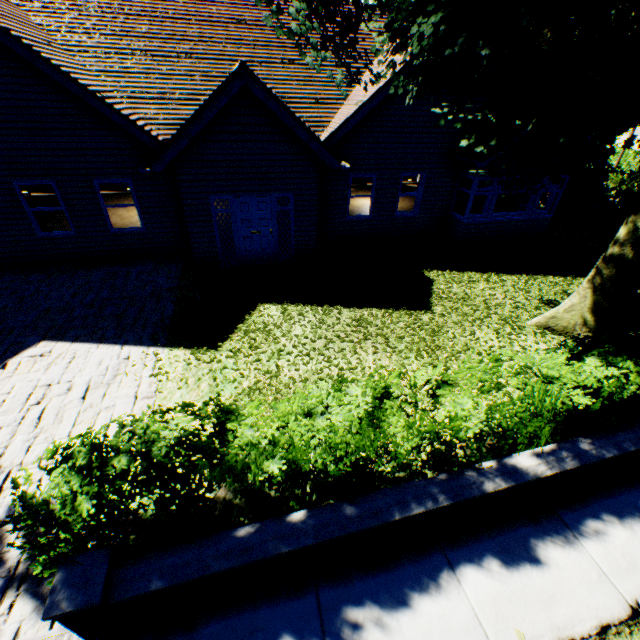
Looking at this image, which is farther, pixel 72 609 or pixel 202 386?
pixel 202 386

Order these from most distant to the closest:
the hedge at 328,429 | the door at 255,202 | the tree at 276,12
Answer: the door at 255,202 < the tree at 276,12 < the hedge at 328,429

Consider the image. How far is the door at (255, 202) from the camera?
9.92m

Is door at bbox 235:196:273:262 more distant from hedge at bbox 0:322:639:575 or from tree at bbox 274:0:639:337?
hedge at bbox 0:322:639:575

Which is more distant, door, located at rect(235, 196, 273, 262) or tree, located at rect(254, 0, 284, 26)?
door, located at rect(235, 196, 273, 262)

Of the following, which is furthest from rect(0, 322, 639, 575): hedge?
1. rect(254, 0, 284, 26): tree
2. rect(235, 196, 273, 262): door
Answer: rect(235, 196, 273, 262): door
